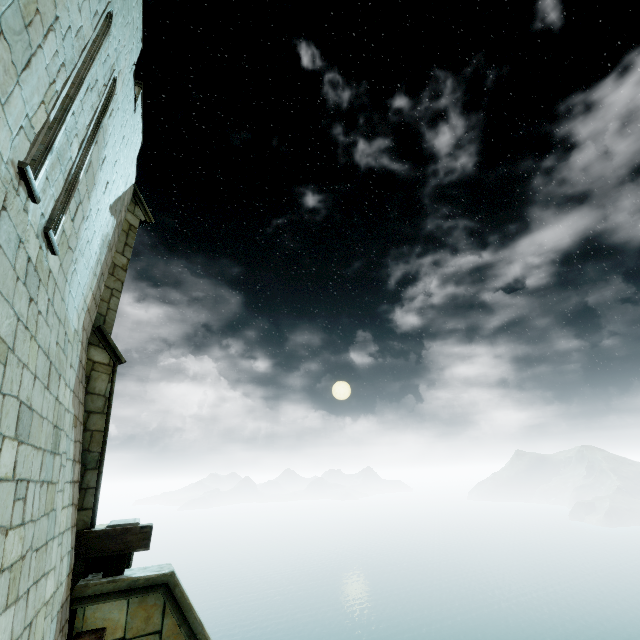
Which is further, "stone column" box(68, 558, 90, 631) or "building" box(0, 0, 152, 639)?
"stone column" box(68, 558, 90, 631)

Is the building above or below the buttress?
above

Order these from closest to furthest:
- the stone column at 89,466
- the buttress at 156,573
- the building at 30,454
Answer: the building at 30,454, the buttress at 156,573, the stone column at 89,466

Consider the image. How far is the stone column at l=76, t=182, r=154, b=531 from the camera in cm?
642

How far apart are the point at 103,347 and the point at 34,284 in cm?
427

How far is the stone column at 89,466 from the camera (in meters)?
6.42

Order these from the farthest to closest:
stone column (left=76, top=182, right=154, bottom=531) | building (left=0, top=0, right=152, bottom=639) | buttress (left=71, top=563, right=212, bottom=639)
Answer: stone column (left=76, top=182, right=154, bottom=531)
buttress (left=71, top=563, right=212, bottom=639)
building (left=0, top=0, right=152, bottom=639)
